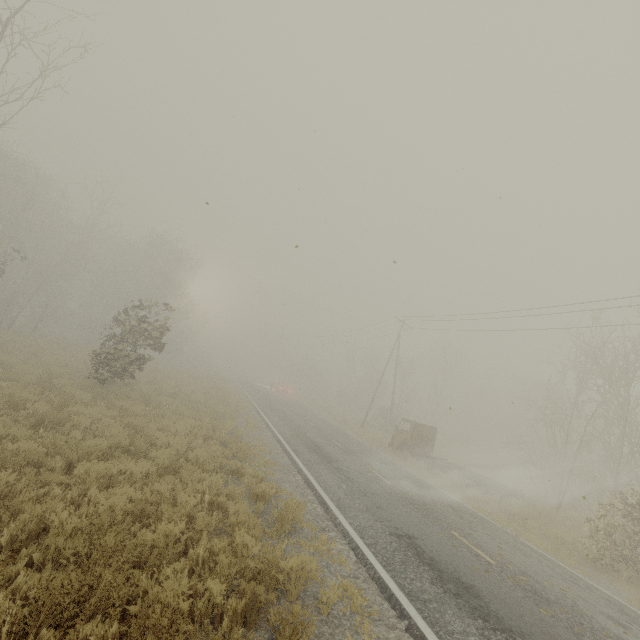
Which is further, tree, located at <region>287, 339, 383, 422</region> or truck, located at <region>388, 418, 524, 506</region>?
tree, located at <region>287, 339, 383, 422</region>

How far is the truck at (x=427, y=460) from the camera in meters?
16.8 m

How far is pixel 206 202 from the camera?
4.2m

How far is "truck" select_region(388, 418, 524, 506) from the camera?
16.8 meters

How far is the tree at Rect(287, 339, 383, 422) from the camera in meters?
41.8

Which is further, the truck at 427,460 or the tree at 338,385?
the tree at 338,385
